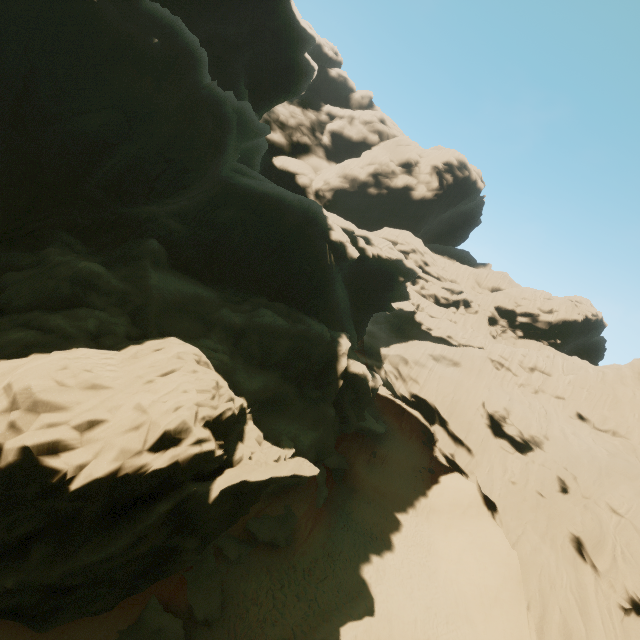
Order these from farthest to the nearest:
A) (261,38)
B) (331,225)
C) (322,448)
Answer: (261,38) → (331,225) → (322,448)

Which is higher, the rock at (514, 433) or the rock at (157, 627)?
the rock at (514, 433)

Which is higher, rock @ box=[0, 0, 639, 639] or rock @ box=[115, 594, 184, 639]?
rock @ box=[0, 0, 639, 639]

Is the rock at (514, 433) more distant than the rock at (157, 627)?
No

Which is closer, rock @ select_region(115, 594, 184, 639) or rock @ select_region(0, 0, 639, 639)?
rock @ select_region(0, 0, 639, 639)
